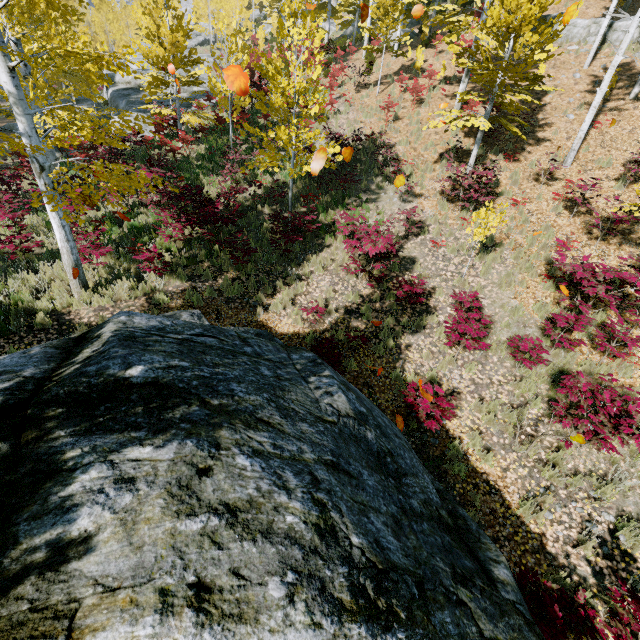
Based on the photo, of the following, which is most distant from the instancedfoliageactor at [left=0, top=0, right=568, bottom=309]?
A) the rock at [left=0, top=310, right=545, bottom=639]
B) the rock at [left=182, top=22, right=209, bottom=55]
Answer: the rock at [left=0, top=310, right=545, bottom=639]

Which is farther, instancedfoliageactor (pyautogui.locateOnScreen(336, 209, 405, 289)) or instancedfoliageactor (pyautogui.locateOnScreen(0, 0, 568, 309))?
instancedfoliageactor (pyautogui.locateOnScreen(336, 209, 405, 289))

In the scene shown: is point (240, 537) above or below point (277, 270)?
above

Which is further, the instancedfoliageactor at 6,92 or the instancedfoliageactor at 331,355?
the instancedfoliageactor at 331,355

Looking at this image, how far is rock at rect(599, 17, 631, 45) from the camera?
15.6m

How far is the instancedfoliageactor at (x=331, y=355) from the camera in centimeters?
670cm

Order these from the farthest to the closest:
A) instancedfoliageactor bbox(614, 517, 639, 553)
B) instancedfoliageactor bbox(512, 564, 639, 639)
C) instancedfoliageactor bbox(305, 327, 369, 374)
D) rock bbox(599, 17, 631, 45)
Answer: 1. rock bbox(599, 17, 631, 45)
2. instancedfoliageactor bbox(305, 327, 369, 374)
3. instancedfoliageactor bbox(614, 517, 639, 553)
4. instancedfoliageactor bbox(512, 564, 639, 639)
